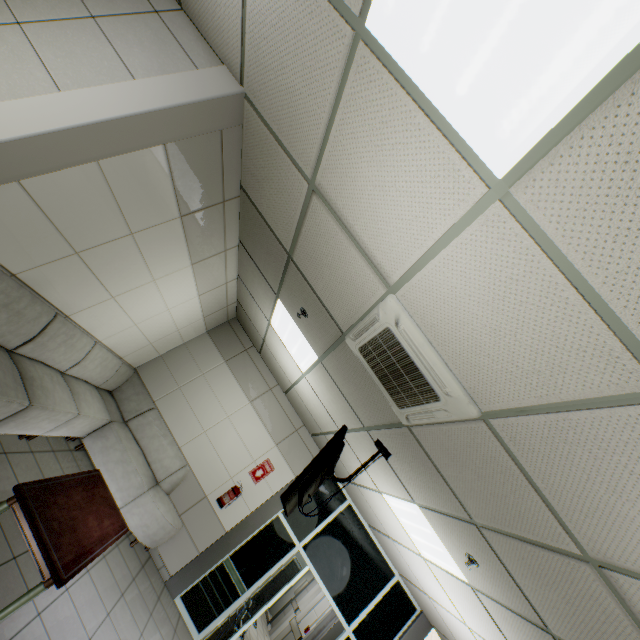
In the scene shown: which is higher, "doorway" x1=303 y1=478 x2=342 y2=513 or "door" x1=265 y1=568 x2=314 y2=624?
"doorway" x1=303 y1=478 x2=342 y2=513

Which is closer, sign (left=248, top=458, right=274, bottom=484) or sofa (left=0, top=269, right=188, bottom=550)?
sofa (left=0, top=269, right=188, bottom=550)

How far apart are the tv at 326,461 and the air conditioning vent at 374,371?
0.49m

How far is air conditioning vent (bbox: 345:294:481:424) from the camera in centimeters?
215cm

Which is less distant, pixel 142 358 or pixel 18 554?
pixel 18 554

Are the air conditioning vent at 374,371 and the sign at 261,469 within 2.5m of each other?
no

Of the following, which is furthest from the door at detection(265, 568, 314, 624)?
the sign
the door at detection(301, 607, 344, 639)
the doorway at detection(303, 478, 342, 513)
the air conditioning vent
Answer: the air conditioning vent

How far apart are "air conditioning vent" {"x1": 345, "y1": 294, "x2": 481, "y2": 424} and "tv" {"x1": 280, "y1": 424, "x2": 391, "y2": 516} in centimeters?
49cm
